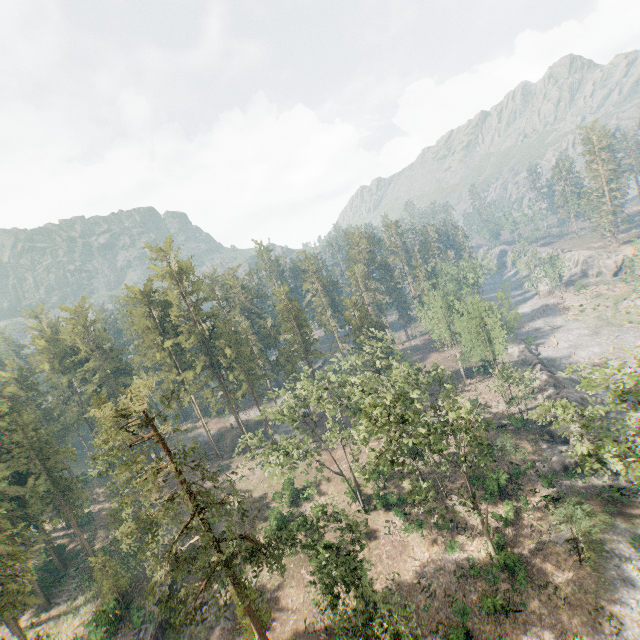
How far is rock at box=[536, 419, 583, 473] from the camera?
36.2 meters

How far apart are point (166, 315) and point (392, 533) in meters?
49.3 m

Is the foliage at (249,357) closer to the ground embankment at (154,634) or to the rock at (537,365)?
the ground embankment at (154,634)

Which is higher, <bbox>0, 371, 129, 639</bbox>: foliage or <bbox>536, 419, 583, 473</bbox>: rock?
<bbox>0, 371, 129, 639</bbox>: foliage

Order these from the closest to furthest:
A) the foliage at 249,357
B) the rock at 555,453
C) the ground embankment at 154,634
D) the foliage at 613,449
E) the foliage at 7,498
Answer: the foliage at 249,357, the foliage at 613,449, the foliage at 7,498, the ground embankment at 154,634, the rock at 555,453

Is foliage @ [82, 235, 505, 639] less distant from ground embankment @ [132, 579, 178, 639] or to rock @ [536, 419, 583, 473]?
ground embankment @ [132, 579, 178, 639]
